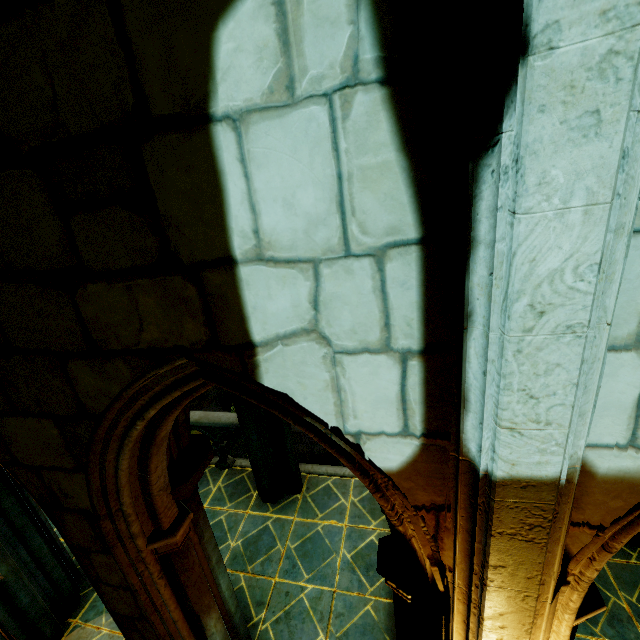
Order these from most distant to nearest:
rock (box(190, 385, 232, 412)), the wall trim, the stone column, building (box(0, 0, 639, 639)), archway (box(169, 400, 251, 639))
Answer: rock (box(190, 385, 232, 412))
the wall trim
the stone column
archway (box(169, 400, 251, 639))
building (box(0, 0, 639, 639))

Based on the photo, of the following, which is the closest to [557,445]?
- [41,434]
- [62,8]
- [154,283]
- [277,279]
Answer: [277,279]

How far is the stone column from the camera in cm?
550

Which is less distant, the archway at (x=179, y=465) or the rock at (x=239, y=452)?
the archway at (x=179, y=465)

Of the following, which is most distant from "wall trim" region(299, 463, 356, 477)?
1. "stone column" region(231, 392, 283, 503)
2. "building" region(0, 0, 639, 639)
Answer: "stone column" region(231, 392, 283, 503)

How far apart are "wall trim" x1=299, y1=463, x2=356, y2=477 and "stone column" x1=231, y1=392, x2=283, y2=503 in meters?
0.6 m

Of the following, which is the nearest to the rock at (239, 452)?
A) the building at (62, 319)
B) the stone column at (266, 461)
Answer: the building at (62, 319)

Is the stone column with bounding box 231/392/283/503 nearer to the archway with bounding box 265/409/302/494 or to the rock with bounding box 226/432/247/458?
the archway with bounding box 265/409/302/494
